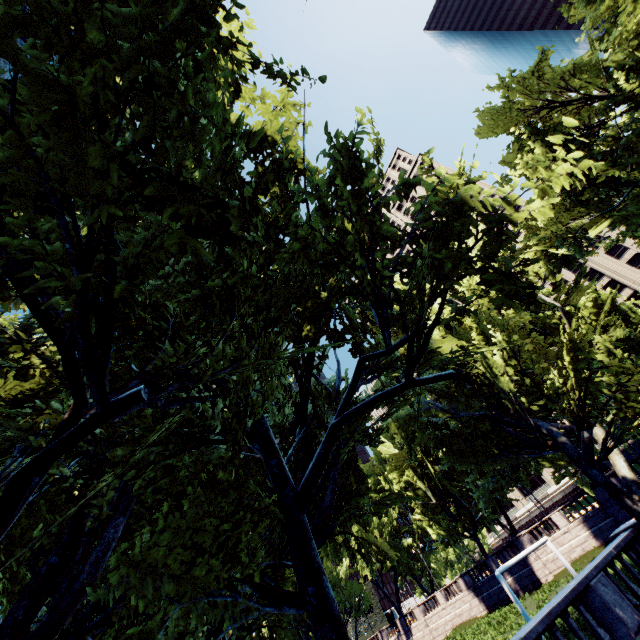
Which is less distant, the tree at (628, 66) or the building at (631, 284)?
the tree at (628, 66)

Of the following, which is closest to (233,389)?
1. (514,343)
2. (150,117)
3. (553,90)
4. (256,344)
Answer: (256,344)

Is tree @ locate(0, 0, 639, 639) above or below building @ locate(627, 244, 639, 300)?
below

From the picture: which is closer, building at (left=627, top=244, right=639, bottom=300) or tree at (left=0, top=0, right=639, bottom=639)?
tree at (left=0, top=0, right=639, bottom=639)

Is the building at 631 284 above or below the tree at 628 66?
above
